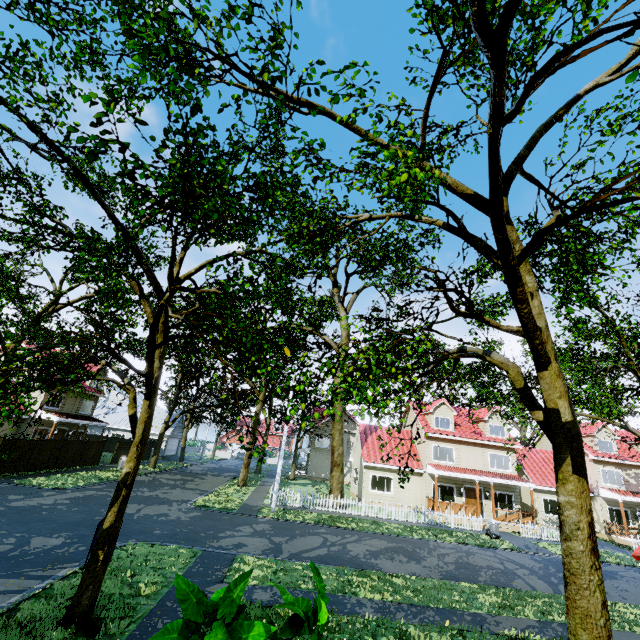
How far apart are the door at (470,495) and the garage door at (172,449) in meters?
37.1 m

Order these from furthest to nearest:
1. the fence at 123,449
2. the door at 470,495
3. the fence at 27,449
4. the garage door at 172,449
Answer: the garage door at 172,449 < the fence at 123,449 < the door at 470,495 < the fence at 27,449

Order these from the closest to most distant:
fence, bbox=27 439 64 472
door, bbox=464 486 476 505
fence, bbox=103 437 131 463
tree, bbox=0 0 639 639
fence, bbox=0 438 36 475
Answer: tree, bbox=0 0 639 639 < fence, bbox=0 438 36 475 < fence, bbox=27 439 64 472 < door, bbox=464 486 476 505 < fence, bbox=103 437 131 463

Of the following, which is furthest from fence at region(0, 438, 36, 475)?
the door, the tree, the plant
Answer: the plant

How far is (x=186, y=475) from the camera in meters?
31.5

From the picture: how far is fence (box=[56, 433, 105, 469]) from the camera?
24.7m

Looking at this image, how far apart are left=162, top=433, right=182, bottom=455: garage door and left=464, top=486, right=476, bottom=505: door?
37.1 meters
